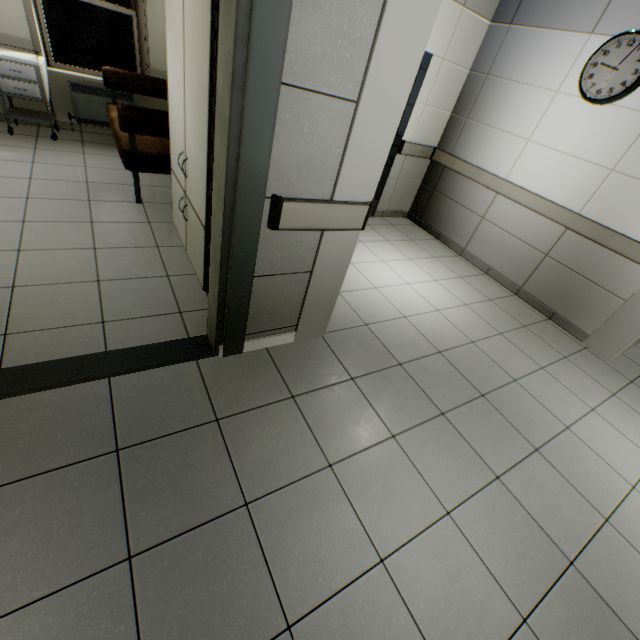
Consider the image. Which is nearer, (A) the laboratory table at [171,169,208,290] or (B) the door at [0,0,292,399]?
(B) the door at [0,0,292,399]

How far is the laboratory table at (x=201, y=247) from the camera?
2.4 meters

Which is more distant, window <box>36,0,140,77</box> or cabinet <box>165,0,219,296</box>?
window <box>36,0,140,77</box>

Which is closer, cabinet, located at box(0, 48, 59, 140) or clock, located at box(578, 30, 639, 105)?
clock, located at box(578, 30, 639, 105)

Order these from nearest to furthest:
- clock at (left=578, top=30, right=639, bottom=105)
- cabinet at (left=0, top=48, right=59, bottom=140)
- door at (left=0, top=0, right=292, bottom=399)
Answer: door at (left=0, top=0, right=292, bottom=399) < clock at (left=578, top=30, right=639, bottom=105) < cabinet at (left=0, top=48, right=59, bottom=140)

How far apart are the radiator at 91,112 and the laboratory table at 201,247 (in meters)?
3.07

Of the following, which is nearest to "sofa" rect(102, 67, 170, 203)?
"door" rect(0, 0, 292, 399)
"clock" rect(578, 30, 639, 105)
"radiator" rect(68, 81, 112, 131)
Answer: "radiator" rect(68, 81, 112, 131)

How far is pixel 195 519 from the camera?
1.5 meters
